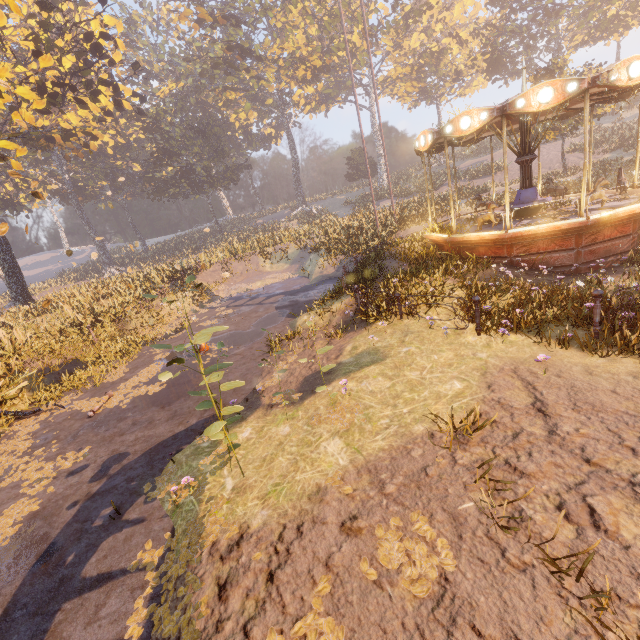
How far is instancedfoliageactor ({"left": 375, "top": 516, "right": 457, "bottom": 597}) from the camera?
3.0m

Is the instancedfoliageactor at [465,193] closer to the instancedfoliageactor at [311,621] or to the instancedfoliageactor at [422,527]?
the instancedfoliageactor at [422,527]

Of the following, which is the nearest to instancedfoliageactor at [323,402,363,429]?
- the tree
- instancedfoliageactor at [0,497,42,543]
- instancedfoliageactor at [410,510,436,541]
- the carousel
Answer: instancedfoliageactor at [410,510,436,541]

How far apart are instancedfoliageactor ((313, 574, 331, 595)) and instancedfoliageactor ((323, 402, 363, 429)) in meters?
1.9 m

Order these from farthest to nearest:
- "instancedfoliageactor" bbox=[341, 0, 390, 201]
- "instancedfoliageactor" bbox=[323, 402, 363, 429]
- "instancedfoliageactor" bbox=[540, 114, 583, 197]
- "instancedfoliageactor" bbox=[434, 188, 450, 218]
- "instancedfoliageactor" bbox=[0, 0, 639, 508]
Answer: "instancedfoliageactor" bbox=[341, 0, 390, 201]
"instancedfoliageactor" bbox=[434, 188, 450, 218]
"instancedfoliageactor" bbox=[540, 114, 583, 197]
"instancedfoliageactor" bbox=[0, 0, 639, 508]
"instancedfoliageactor" bbox=[323, 402, 363, 429]

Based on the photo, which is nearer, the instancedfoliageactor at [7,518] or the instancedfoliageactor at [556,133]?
the instancedfoliageactor at [7,518]

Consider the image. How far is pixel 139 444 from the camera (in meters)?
7.23

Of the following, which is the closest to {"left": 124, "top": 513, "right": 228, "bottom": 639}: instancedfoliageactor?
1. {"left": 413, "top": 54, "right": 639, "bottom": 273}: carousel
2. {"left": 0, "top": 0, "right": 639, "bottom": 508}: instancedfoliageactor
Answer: {"left": 413, "top": 54, "right": 639, "bottom": 273}: carousel
